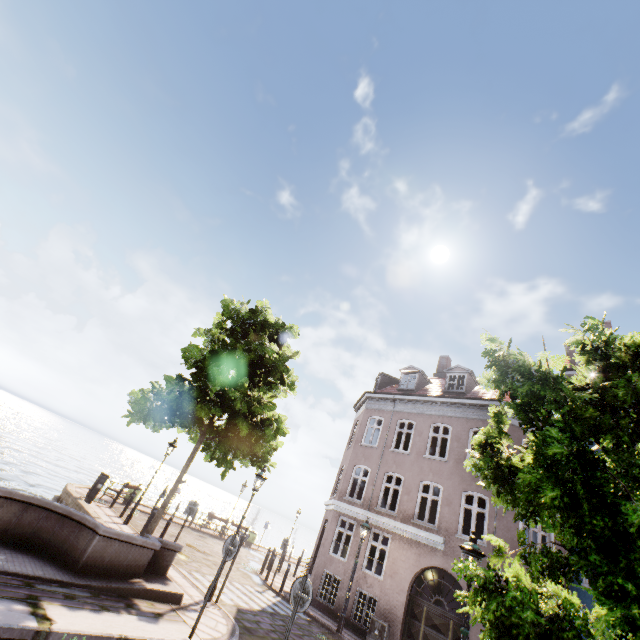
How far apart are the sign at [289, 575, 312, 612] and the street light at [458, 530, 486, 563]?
2.8 meters

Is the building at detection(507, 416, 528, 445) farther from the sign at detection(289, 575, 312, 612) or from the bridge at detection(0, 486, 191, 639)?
the sign at detection(289, 575, 312, 612)

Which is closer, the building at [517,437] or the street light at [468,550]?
the street light at [468,550]

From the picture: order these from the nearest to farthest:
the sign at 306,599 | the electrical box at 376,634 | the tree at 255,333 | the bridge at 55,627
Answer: the bridge at 55,627, the sign at 306,599, the tree at 255,333, the electrical box at 376,634

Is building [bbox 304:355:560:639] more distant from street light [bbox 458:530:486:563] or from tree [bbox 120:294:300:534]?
street light [bbox 458:530:486:563]

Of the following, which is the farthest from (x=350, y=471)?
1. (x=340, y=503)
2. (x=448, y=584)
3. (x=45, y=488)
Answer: (x=45, y=488)

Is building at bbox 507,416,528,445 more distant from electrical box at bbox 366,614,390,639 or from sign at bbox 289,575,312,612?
sign at bbox 289,575,312,612

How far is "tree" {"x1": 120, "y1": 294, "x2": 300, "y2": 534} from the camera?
11.92m
